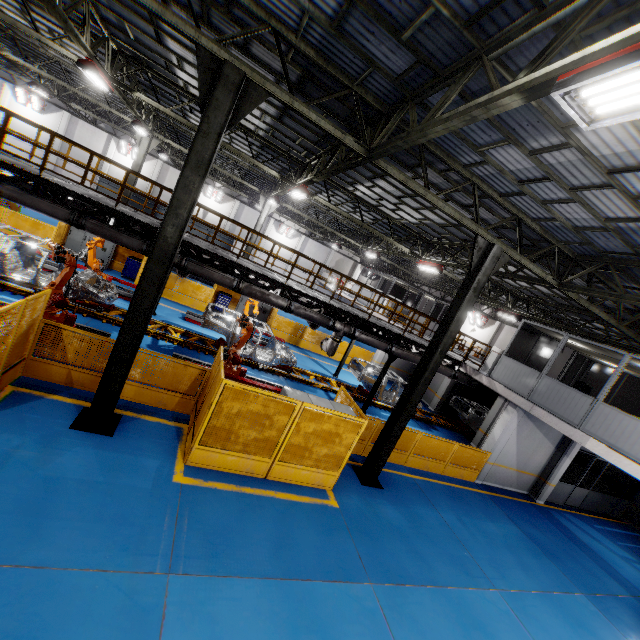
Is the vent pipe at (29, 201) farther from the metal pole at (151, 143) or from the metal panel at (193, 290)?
the metal pole at (151, 143)

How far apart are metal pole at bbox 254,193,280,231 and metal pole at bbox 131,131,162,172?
6.1m

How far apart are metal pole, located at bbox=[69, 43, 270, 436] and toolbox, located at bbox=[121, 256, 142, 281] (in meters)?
12.81

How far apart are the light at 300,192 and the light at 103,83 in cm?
695

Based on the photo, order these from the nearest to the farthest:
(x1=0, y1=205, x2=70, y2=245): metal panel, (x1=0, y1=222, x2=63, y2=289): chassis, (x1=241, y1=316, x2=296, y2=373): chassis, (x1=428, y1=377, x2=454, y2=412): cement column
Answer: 1. (x1=0, y1=222, x2=63, y2=289): chassis
2. (x1=241, y1=316, x2=296, y2=373): chassis
3. (x1=0, y1=205, x2=70, y2=245): metal panel
4. (x1=428, y1=377, x2=454, y2=412): cement column

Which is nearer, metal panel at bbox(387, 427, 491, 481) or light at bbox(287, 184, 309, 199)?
metal panel at bbox(387, 427, 491, 481)

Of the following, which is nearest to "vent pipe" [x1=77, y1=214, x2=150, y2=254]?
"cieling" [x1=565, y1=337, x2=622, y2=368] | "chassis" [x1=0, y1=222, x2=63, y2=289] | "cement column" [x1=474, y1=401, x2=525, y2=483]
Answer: "chassis" [x1=0, y1=222, x2=63, y2=289]

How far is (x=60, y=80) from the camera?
16.6m
